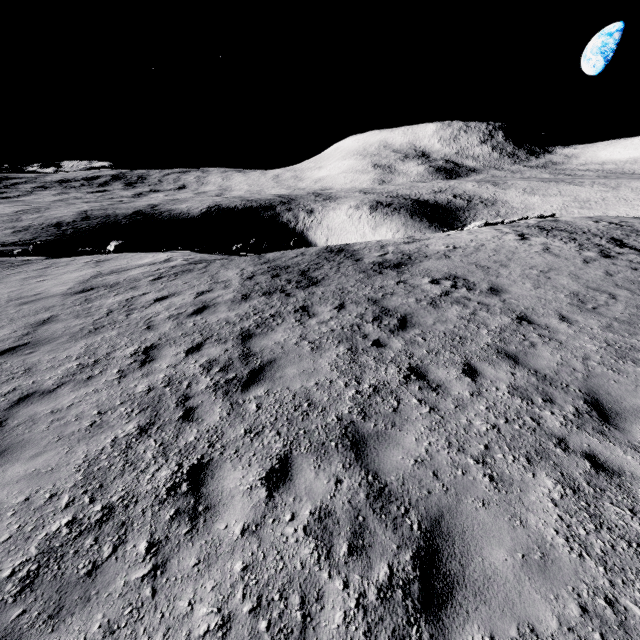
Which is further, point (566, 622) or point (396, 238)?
point (396, 238)

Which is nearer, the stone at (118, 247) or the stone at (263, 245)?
the stone at (118, 247)

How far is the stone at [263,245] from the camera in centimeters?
2034cm

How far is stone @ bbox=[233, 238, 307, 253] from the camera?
20.3m

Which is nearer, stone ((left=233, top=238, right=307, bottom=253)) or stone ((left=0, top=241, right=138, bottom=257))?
stone ((left=0, top=241, right=138, bottom=257))

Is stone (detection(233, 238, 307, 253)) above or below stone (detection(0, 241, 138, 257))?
below
